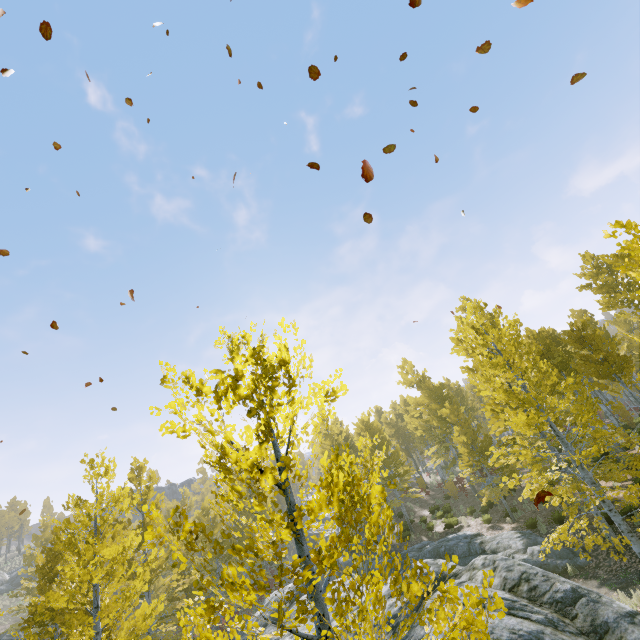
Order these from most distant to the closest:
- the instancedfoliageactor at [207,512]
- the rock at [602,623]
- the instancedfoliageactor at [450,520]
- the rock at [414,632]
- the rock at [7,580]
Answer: the rock at [7,580] < the instancedfoliageactor at [450,520] < the rock at [414,632] < the rock at [602,623] < the instancedfoliageactor at [207,512]

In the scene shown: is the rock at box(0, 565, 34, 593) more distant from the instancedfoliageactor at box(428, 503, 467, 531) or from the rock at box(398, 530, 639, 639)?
the rock at box(398, 530, 639, 639)

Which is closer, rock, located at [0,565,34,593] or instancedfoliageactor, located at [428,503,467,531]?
instancedfoliageactor, located at [428,503,467,531]

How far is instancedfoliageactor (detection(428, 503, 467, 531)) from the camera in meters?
21.0 m

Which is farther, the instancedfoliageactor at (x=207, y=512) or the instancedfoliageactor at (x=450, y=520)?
the instancedfoliageactor at (x=450, y=520)

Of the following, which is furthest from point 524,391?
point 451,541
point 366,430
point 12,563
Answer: point 12,563
